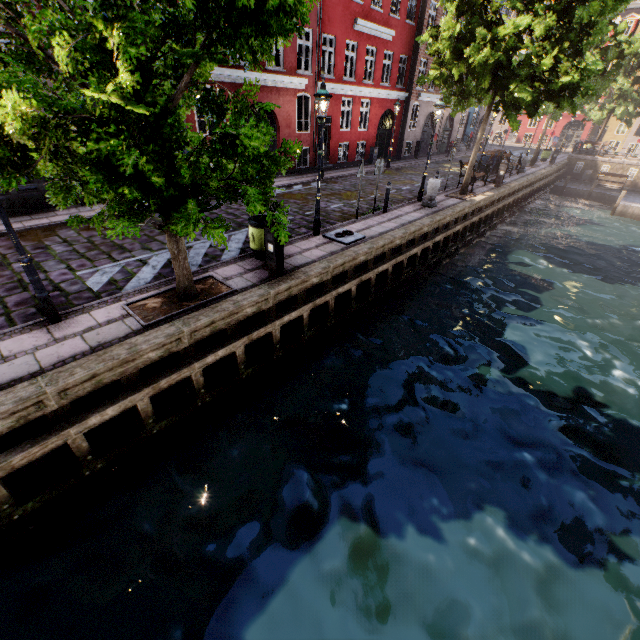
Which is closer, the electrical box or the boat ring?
the electrical box

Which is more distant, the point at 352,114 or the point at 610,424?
the point at 352,114

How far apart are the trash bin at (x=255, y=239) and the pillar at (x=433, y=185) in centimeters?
825cm

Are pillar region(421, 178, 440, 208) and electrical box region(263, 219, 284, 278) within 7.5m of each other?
no

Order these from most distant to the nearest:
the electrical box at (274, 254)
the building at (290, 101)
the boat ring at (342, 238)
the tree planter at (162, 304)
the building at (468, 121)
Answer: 1. the building at (468, 121)
2. the building at (290, 101)
3. the boat ring at (342, 238)
4. the electrical box at (274, 254)
5. the tree planter at (162, 304)

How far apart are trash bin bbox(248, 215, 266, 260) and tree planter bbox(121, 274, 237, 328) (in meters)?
1.31

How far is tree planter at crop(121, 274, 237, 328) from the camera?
6.0 meters

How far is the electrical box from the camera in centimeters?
700cm
